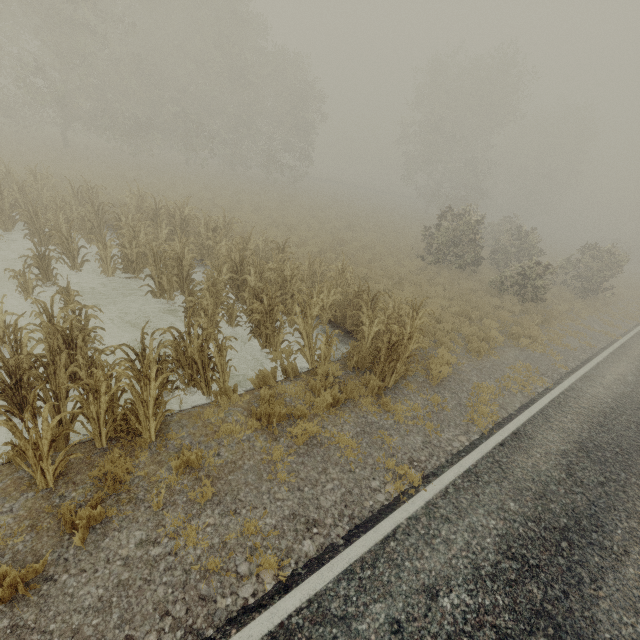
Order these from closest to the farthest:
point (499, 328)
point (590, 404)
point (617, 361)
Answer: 1. point (590, 404)
2. point (617, 361)
3. point (499, 328)
